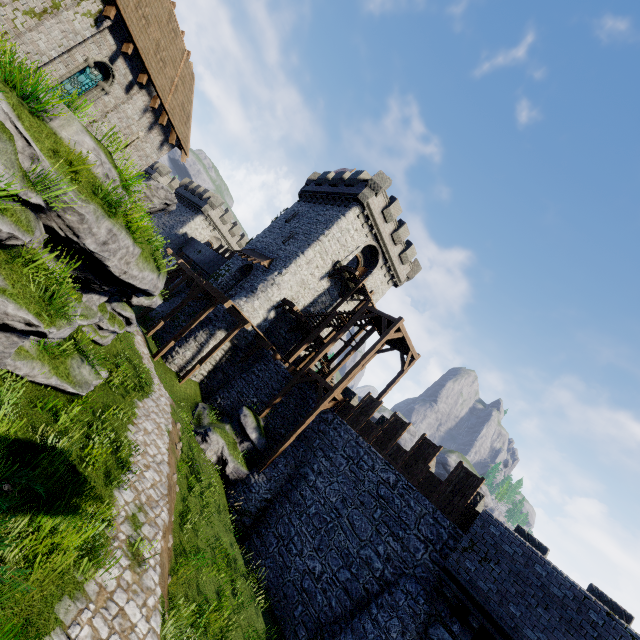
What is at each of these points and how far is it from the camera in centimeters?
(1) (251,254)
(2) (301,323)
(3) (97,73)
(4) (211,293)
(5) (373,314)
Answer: (1) awning, 2948cm
(2) wooden platform, 2686cm
(3) window glass, 1392cm
(4) walkway, 2225cm
(5) stairs, 2119cm

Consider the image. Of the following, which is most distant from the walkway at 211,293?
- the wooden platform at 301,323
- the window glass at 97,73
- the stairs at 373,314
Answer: the window glass at 97,73

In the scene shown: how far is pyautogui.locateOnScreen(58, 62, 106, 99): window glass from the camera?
13.4m

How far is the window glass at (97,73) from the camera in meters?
13.4 m

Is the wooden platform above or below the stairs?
below

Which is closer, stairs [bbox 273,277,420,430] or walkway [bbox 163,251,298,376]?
stairs [bbox 273,277,420,430]

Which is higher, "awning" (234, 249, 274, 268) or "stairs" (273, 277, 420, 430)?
"awning" (234, 249, 274, 268)

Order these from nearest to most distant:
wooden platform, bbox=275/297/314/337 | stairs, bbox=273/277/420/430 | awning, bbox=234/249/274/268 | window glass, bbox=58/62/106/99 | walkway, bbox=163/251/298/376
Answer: window glass, bbox=58/62/106/99, stairs, bbox=273/277/420/430, walkway, bbox=163/251/298/376, wooden platform, bbox=275/297/314/337, awning, bbox=234/249/274/268
